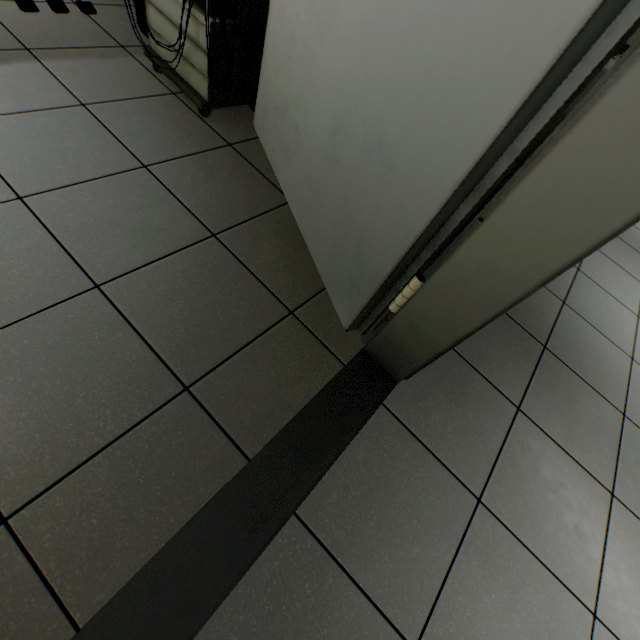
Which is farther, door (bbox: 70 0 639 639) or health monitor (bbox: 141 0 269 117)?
health monitor (bbox: 141 0 269 117)

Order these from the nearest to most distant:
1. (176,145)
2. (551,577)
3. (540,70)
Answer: (540,70) → (551,577) → (176,145)

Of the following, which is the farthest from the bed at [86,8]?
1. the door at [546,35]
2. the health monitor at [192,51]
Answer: the door at [546,35]

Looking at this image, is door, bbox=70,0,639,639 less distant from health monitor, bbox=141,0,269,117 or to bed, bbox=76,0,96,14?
health monitor, bbox=141,0,269,117

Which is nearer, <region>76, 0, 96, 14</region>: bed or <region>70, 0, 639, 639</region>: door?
<region>70, 0, 639, 639</region>: door

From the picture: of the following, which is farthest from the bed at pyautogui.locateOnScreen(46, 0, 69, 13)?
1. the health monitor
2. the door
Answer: the door

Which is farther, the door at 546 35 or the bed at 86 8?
the bed at 86 8
